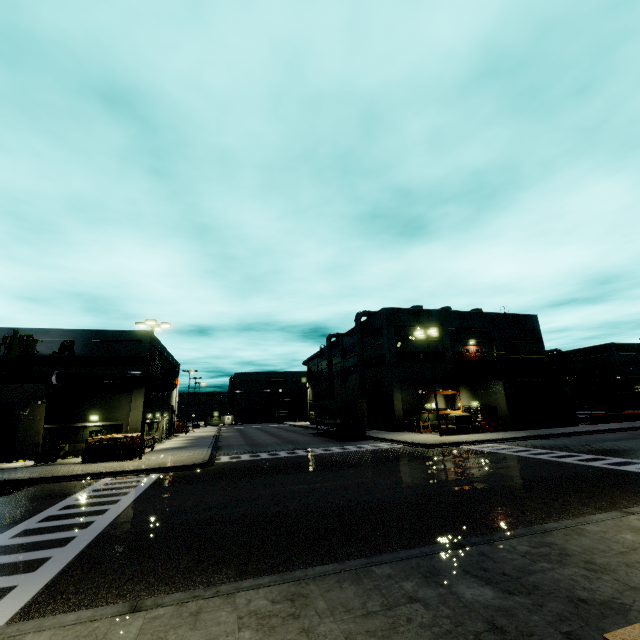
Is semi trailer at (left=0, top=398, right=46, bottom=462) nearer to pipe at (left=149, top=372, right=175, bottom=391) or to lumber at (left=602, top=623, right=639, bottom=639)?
pipe at (left=149, top=372, right=175, bottom=391)

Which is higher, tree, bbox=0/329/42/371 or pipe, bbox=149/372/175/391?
tree, bbox=0/329/42/371

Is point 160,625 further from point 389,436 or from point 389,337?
point 389,337

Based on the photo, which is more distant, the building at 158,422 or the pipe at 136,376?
the building at 158,422

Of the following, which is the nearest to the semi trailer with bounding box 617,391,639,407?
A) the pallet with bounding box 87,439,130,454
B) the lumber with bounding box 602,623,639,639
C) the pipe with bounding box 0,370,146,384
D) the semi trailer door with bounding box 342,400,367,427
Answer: the semi trailer door with bounding box 342,400,367,427

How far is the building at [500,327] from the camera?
33.9 meters

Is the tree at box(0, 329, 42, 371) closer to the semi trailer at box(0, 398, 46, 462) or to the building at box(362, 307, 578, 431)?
the building at box(362, 307, 578, 431)

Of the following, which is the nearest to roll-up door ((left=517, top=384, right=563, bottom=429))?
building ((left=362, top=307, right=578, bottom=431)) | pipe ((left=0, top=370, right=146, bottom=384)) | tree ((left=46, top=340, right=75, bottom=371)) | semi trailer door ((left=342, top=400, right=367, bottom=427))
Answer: building ((left=362, top=307, right=578, bottom=431))
